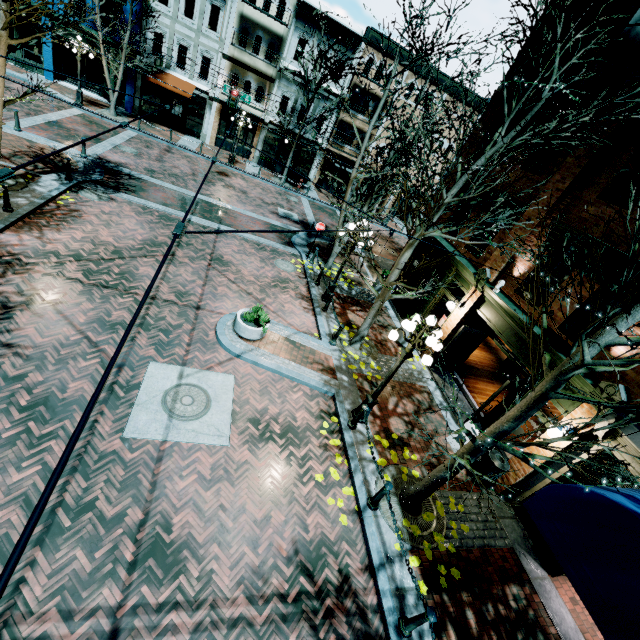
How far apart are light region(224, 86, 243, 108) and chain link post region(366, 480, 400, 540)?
19.4 meters

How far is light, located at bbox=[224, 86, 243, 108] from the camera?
17.2 meters

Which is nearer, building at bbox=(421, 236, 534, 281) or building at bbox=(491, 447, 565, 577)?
building at bbox=(491, 447, 565, 577)

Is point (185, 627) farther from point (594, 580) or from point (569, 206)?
point (569, 206)

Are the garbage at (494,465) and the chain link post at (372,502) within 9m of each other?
yes

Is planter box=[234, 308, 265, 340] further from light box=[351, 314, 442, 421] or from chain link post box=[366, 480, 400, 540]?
chain link post box=[366, 480, 400, 540]

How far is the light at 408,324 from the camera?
6.92m

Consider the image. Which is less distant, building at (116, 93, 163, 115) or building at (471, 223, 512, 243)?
building at (471, 223, 512, 243)
